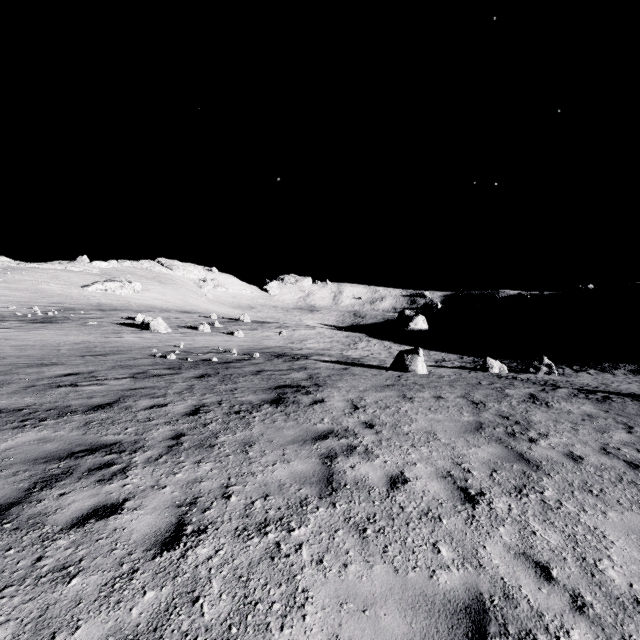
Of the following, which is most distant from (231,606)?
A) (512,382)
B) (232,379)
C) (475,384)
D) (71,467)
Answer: (512,382)

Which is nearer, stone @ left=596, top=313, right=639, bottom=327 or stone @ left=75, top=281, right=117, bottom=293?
stone @ left=596, top=313, right=639, bottom=327

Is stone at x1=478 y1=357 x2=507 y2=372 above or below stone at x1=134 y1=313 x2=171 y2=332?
below

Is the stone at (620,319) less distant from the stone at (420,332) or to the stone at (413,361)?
the stone at (420,332)

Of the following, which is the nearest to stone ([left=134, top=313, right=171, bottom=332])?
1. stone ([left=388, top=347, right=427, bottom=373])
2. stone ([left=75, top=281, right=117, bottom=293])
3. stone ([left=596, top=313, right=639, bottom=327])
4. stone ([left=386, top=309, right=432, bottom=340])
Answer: stone ([left=388, top=347, right=427, bottom=373])

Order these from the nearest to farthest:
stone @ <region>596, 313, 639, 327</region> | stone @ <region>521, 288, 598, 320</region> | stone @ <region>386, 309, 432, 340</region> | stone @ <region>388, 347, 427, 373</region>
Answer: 1. stone @ <region>388, 347, 427, 373</region>
2. stone @ <region>596, 313, 639, 327</region>
3. stone @ <region>386, 309, 432, 340</region>
4. stone @ <region>521, 288, 598, 320</region>

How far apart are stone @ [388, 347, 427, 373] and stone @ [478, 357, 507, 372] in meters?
4.8 m

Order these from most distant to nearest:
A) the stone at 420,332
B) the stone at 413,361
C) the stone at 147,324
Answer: the stone at 420,332 < the stone at 147,324 < the stone at 413,361
